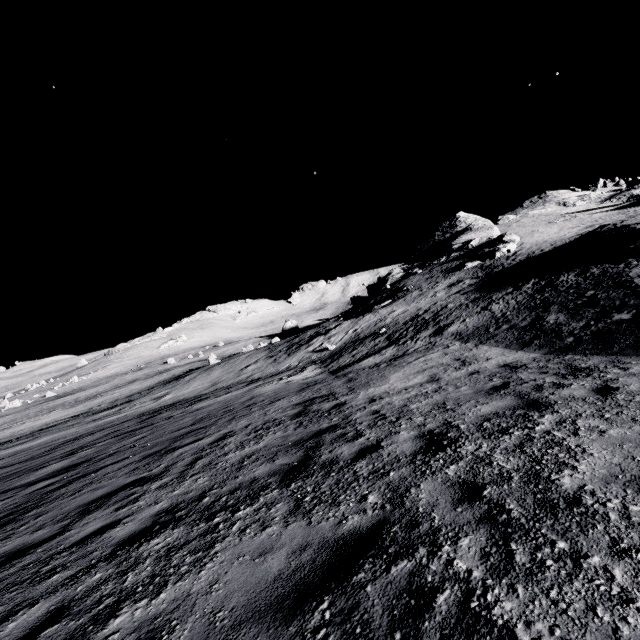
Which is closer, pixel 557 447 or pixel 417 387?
pixel 557 447

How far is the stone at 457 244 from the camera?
39.7 meters

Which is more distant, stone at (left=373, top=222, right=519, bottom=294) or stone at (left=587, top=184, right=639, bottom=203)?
stone at (left=587, top=184, right=639, bottom=203)

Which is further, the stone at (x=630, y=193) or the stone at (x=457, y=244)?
the stone at (x=630, y=193)

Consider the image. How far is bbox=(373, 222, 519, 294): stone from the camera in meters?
39.7
